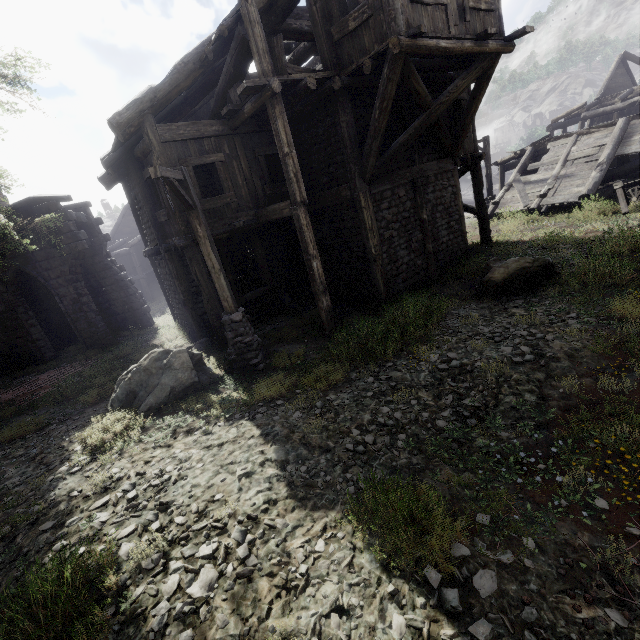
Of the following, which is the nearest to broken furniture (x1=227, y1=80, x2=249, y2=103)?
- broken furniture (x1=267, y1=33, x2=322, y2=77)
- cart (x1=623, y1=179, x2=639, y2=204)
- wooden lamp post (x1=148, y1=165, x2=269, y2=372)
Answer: broken furniture (x1=267, y1=33, x2=322, y2=77)

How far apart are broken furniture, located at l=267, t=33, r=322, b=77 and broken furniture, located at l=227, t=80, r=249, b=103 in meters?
0.5

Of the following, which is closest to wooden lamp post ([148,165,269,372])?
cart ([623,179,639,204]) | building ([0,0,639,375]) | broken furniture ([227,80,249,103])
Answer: building ([0,0,639,375])

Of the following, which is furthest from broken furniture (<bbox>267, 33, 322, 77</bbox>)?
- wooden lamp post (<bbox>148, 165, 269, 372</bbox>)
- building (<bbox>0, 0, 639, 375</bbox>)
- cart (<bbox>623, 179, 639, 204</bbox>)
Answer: cart (<bbox>623, 179, 639, 204</bbox>)

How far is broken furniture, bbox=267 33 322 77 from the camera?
7.7m

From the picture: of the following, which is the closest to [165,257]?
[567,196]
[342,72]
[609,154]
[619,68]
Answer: [342,72]

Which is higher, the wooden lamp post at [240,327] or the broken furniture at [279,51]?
the broken furniture at [279,51]

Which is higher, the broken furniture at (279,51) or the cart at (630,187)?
the broken furniture at (279,51)
